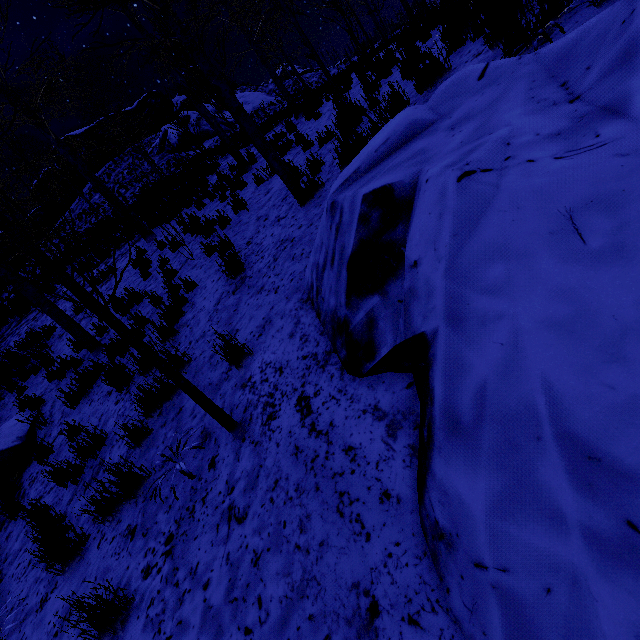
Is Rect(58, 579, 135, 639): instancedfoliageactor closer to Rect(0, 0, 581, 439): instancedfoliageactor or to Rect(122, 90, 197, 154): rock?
Rect(0, 0, 581, 439): instancedfoliageactor

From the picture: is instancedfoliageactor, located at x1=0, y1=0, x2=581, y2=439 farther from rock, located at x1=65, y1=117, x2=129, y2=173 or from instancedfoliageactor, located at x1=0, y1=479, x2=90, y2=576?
rock, located at x1=65, y1=117, x2=129, y2=173

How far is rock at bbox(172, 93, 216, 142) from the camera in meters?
24.5 m

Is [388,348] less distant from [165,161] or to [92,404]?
[92,404]

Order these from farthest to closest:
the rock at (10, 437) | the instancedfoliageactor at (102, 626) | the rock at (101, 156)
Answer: the rock at (101, 156) → the rock at (10, 437) → the instancedfoliageactor at (102, 626)

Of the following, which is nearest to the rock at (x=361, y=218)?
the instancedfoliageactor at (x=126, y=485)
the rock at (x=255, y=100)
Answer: the instancedfoliageactor at (x=126, y=485)

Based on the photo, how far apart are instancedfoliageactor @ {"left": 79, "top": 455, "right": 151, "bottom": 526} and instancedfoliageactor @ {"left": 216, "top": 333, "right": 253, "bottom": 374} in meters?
1.4

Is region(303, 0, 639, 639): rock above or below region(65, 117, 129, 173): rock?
below
